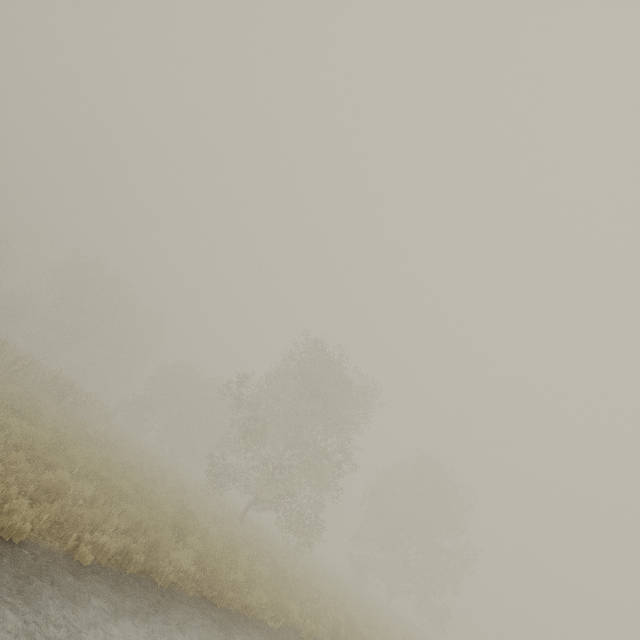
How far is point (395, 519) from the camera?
31.78m
